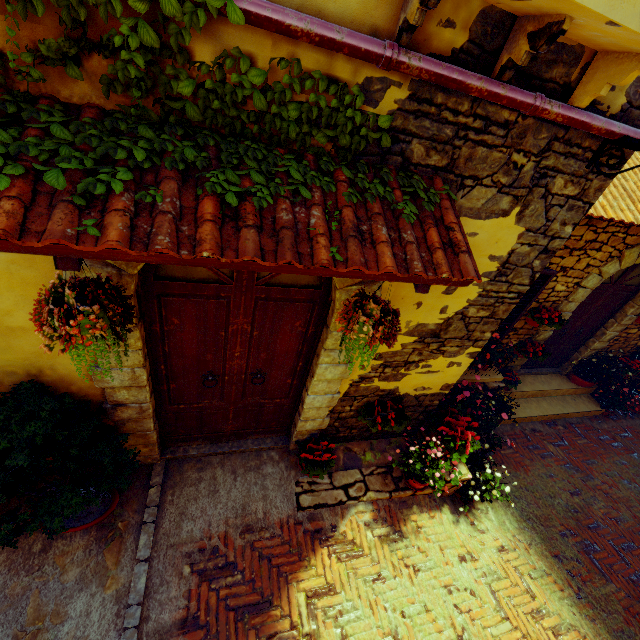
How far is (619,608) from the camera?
4.1 meters

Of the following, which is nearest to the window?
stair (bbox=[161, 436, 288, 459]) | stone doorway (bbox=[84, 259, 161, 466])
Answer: stone doorway (bbox=[84, 259, 161, 466])

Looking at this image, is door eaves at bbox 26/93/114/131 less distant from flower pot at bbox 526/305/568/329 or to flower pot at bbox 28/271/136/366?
flower pot at bbox 28/271/136/366

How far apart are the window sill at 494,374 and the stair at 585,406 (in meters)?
0.58

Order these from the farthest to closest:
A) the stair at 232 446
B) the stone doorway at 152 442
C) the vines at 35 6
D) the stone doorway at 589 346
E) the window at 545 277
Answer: the stone doorway at 589 346 < the window at 545 277 < the stair at 232 446 < the stone doorway at 152 442 < the vines at 35 6

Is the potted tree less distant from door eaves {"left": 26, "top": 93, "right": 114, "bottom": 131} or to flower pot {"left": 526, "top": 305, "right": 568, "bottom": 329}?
door eaves {"left": 26, "top": 93, "right": 114, "bottom": 131}

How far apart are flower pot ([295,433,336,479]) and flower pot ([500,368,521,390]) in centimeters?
298cm

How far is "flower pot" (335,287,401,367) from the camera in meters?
2.1 m
